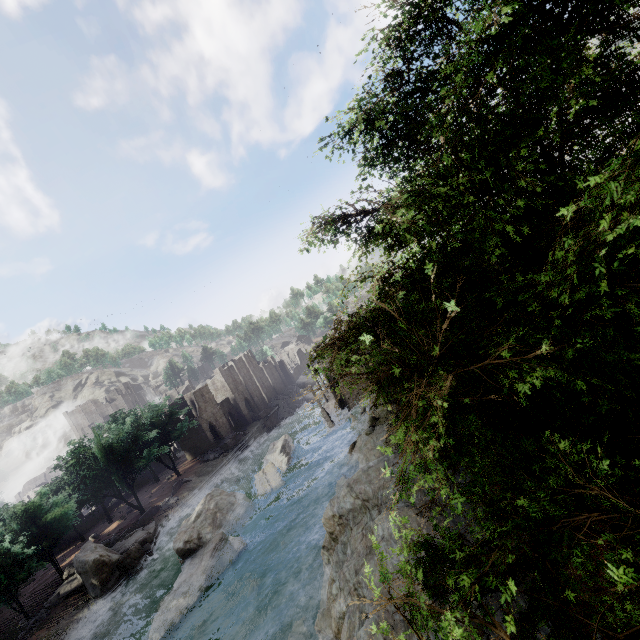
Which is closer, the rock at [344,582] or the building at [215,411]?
the rock at [344,582]

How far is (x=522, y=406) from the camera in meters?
3.1

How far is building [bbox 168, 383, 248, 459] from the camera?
52.9 meters

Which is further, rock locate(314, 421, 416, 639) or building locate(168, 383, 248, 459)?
building locate(168, 383, 248, 459)

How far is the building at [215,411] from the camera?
52.91m
